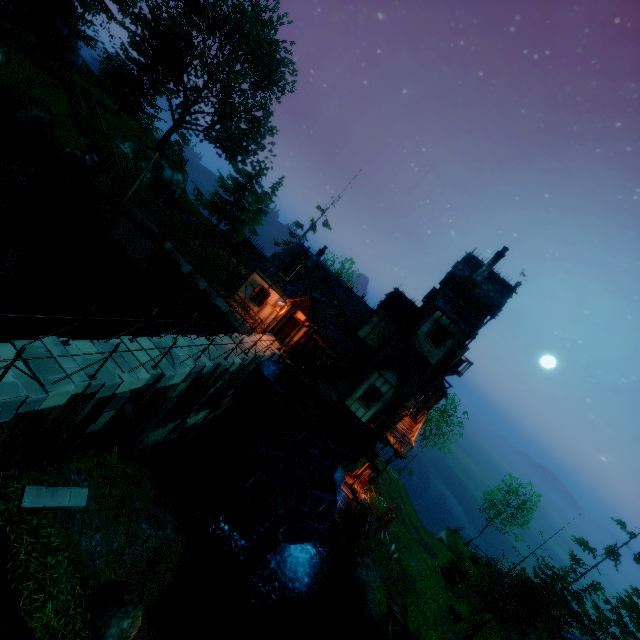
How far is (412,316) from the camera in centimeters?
2161cm

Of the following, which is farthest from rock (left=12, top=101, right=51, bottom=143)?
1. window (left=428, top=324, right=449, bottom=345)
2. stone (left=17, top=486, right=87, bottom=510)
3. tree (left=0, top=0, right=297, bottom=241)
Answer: window (left=428, top=324, right=449, bottom=345)

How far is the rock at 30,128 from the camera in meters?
23.3 m

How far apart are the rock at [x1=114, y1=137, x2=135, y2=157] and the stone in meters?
30.5

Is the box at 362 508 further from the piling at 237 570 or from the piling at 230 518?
the piling at 230 518

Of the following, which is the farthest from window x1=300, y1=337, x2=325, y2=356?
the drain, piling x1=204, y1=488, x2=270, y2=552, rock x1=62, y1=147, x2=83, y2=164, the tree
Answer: the tree

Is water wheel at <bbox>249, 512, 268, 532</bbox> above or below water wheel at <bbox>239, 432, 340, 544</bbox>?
below

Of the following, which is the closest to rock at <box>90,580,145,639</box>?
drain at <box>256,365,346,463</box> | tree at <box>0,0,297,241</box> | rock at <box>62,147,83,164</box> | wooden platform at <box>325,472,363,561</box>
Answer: drain at <box>256,365,346,463</box>
